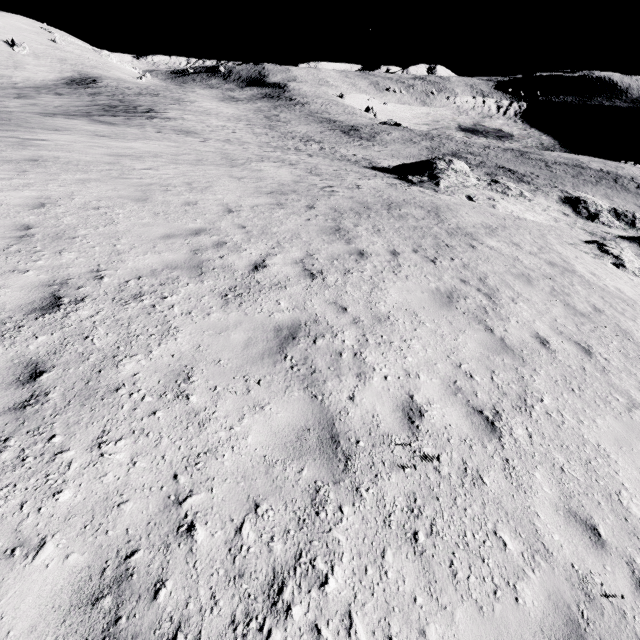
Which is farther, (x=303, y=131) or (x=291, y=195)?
(x=303, y=131)
